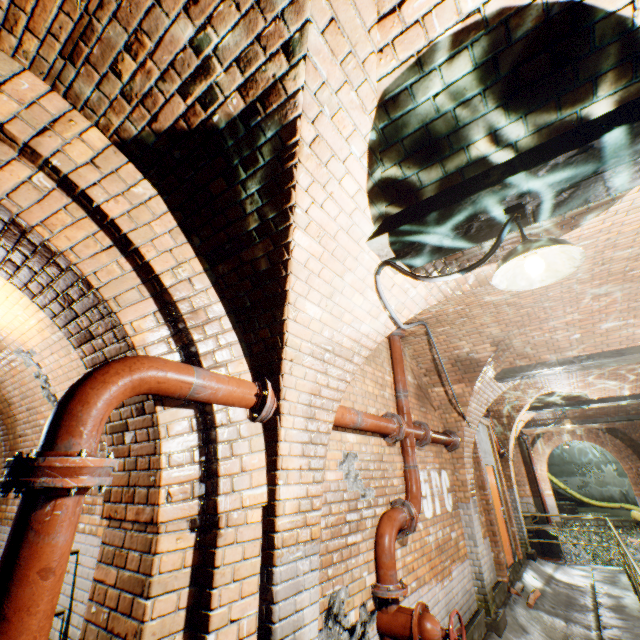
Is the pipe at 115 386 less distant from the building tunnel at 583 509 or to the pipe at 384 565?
the pipe at 384 565

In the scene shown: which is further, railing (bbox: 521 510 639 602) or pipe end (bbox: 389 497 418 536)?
railing (bbox: 521 510 639 602)

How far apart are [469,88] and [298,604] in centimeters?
327cm

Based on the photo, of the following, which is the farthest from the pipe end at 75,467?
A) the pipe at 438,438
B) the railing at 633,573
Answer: the railing at 633,573

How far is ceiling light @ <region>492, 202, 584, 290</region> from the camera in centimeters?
180cm

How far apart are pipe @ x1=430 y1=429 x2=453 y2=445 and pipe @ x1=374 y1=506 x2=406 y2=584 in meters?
1.4 m

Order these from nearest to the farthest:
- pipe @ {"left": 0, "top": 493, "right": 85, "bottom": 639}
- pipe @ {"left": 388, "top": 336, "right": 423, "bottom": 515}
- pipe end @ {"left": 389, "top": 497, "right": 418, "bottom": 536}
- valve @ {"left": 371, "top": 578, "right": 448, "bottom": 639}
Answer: pipe @ {"left": 0, "top": 493, "right": 85, "bottom": 639}, valve @ {"left": 371, "top": 578, "right": 448, "bottom": 639}, pipe end @ {"left": 389, "top": 497, "right": 418, "bottom": 536}, pipe @ {"left": 388, "top": 336, "right": 423, "bottom": 515}

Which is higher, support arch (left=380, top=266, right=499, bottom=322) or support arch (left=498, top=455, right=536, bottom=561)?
support arch (left=380, top=266, right=499, bottom=322)
